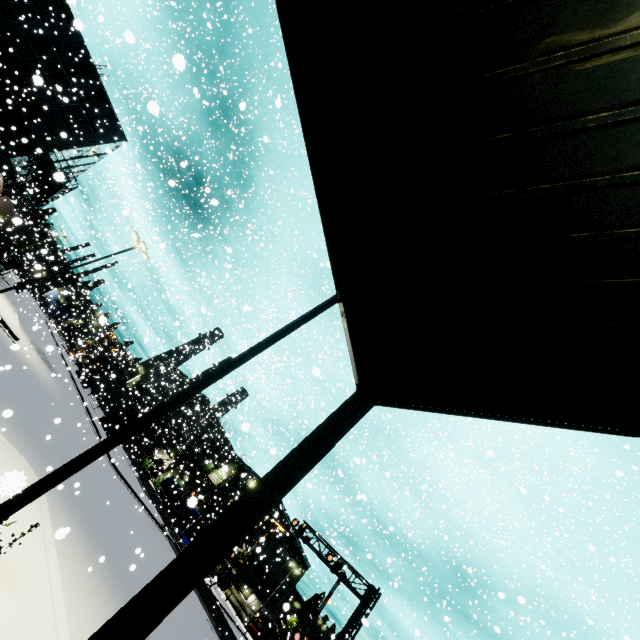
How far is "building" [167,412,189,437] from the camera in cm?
5156

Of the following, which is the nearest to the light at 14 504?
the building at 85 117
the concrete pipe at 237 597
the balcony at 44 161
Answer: the building at 85 117

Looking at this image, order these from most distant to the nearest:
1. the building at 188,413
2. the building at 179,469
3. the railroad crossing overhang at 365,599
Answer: the building at 188,413, the building at 179,469, the railroad crossing overhang at 365,599

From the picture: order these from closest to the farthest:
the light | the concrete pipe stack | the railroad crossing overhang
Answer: the light → the railroad crossing overhang → the concrete pipe stack

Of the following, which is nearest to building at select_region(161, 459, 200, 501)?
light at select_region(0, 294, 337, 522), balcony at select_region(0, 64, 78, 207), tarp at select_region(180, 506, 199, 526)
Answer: balcony at select_region(0, 64, 78, 207)

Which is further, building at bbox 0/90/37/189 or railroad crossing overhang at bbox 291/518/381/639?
building at bbox 0/90/37/189

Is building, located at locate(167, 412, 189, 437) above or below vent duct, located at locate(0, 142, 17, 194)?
above

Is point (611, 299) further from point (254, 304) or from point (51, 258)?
point (254, 304)
